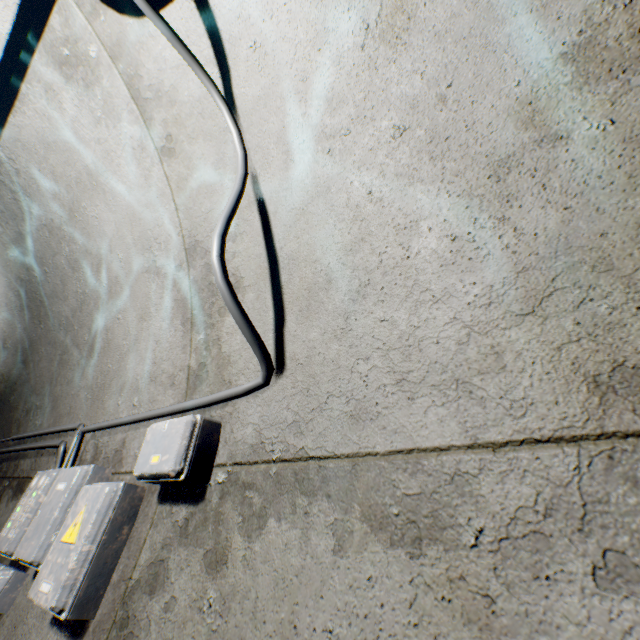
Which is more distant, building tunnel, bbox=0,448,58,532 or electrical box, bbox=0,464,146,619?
building tunnel, bbox=0,448,58,532

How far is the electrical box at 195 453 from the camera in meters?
1.1

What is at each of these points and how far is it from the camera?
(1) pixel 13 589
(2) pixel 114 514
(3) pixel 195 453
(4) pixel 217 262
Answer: (1) electrical box, 1.5m
(2) electrical box, 1.2m
(3) electrical box, 1.1m
(4) wire, 1.0m

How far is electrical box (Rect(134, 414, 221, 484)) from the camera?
→ 1.1m

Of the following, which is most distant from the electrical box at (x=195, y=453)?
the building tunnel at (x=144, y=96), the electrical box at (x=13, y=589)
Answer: the electrical box at (x=13, y=589)

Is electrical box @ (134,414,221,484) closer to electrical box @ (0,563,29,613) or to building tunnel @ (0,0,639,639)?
building tunnel @ (0,0,639,639)

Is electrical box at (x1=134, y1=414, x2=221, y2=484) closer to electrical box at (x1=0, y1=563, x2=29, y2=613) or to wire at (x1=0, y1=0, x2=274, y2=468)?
wire at (x1=0, y1=0, x2=274, y2=468)
